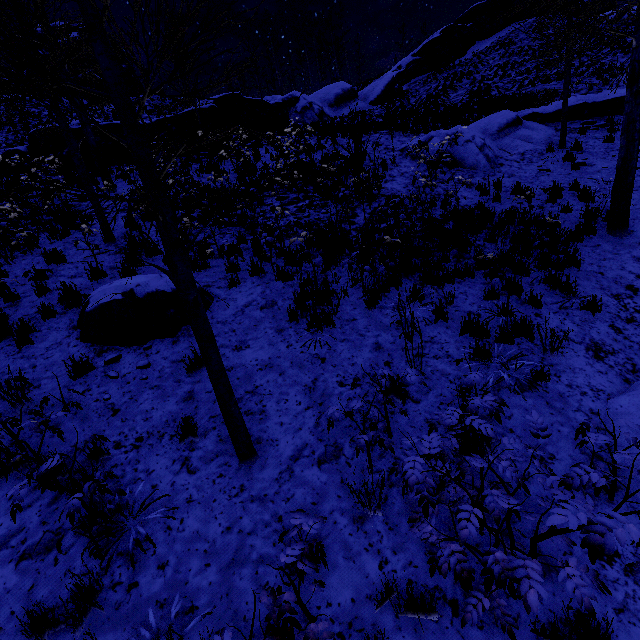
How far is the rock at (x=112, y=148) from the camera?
14.0m

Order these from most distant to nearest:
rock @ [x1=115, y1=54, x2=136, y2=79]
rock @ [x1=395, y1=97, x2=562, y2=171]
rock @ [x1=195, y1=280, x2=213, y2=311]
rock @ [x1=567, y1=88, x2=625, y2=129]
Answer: rock @ [x1=115, y1=54, x2=136, y2=79], rock @ [x1=567, y1=88, x2=625, y2=129], rock @ [x1=395, y1=97, x2=562, y2=171], rock @ [x1=195, y1=280, x2=213, y2=311]

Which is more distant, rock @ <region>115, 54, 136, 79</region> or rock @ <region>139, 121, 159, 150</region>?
rock @ <region>115, 54, 136, 79</region>

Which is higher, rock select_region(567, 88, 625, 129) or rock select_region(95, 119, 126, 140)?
rock select_region(95, 119, 126, 140)

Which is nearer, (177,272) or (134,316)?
(177,272)

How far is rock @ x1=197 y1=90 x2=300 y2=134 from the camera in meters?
15.5

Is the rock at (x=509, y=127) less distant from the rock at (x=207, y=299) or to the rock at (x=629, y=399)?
the rock at (x=629, y=399)

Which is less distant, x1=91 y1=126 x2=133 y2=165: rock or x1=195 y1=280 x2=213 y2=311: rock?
x1=195 y1=280 x2=213 y2=311: rock
